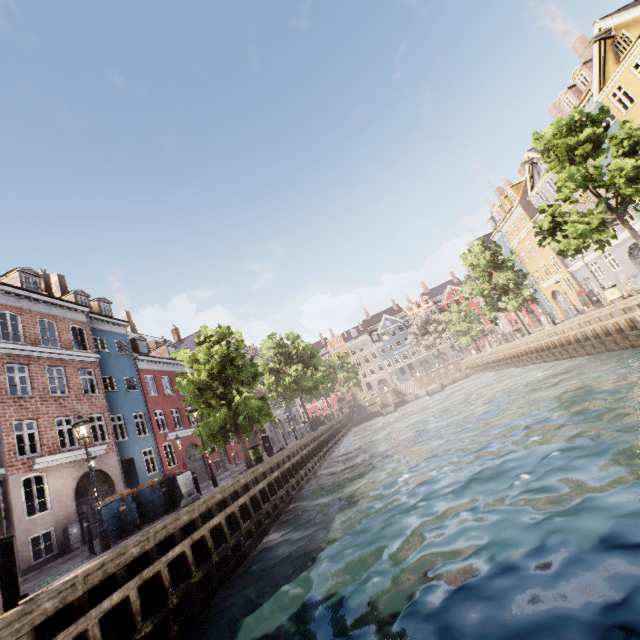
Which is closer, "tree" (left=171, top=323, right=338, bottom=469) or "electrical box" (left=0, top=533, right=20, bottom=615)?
"electrical box" (left=0, top=533, right=20, bottom=615)

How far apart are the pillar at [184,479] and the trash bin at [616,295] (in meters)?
23.83

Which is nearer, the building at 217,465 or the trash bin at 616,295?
the trash bin at 616,295

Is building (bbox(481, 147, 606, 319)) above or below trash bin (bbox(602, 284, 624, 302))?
above

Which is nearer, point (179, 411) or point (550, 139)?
point (550, 139)

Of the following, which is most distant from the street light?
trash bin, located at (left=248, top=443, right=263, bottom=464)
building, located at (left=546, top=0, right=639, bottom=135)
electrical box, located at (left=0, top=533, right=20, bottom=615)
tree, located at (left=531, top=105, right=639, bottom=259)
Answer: electrical box, located at (left=0, top=533, right=20, bottom=615)

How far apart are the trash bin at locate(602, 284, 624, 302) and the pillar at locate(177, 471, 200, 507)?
23.8 meters

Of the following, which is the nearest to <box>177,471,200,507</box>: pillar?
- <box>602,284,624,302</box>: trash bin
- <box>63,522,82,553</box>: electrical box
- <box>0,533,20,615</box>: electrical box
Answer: <box>0,533,20,615</box>: electrical box
